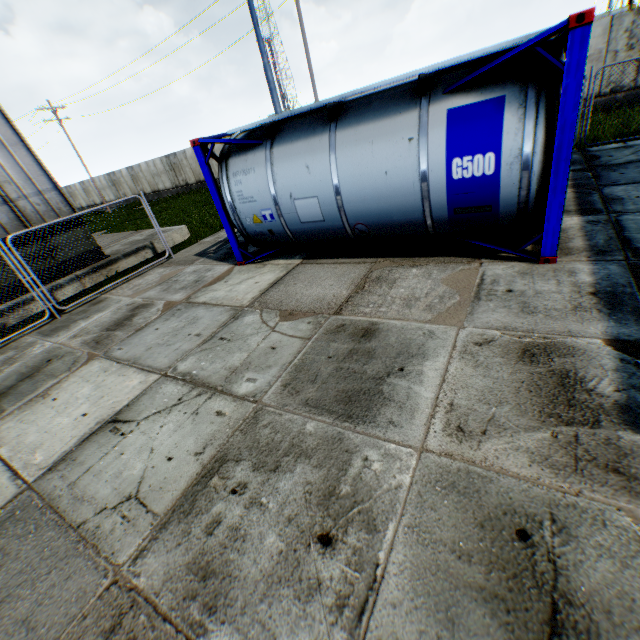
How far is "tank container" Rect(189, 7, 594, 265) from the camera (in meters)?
4.23

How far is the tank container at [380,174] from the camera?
4.2m

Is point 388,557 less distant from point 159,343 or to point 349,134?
point 159,343

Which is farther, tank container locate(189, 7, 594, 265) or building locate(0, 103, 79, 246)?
building locate(0, 103, 79, 246)

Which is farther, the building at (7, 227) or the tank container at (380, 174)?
the building at (7, 227)
